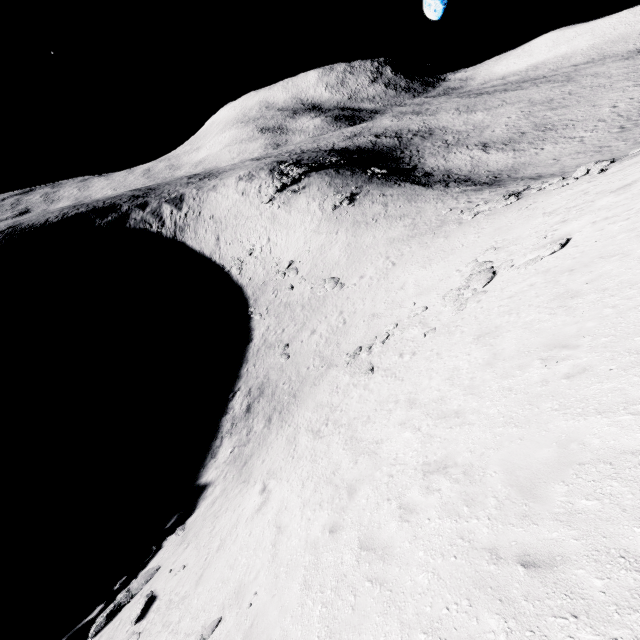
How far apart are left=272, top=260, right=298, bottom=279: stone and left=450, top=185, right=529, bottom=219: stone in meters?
22.3 m

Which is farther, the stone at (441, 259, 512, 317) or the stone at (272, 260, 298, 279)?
the stone at (272, 260, 298, 279)

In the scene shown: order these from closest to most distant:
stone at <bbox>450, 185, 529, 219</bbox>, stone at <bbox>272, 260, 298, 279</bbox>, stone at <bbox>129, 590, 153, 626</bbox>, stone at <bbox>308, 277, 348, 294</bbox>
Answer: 1. stone at <bbox>129, 590, 153, 626</bbox>
2. stone at <bbox>450, 185, 529, 219</bbox>
3. stone at <bbox>308, 277, 348, 294</bbox>
4. stone at <bbox>272, 260, 298, 279</bbox>

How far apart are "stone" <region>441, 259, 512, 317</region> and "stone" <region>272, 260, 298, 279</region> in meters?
26.9

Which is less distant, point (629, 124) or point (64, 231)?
point (629, 124)

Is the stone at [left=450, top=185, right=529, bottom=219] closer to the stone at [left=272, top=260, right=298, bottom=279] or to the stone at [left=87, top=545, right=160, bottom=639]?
the stone at [left=272, top=260, right=298, bottom=279]

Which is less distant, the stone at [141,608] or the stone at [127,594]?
the stone at [141,608]

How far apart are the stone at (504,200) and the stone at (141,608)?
33.2 meters
